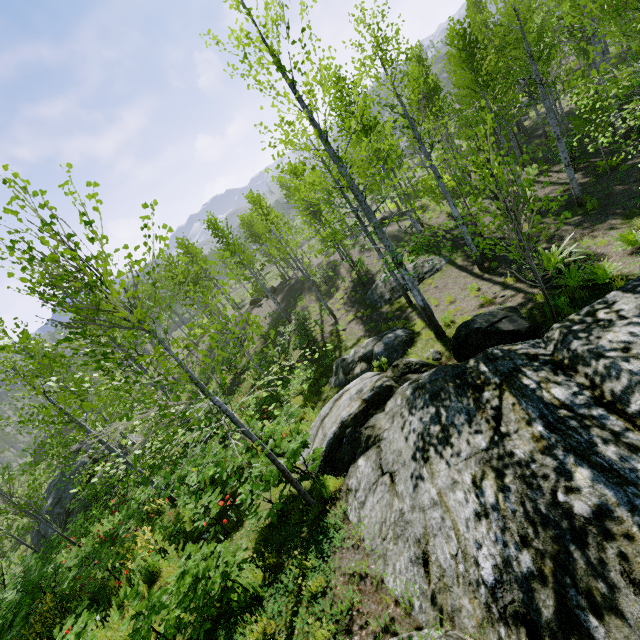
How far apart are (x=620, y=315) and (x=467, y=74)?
12.9 meters

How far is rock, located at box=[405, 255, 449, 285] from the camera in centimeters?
1582cm

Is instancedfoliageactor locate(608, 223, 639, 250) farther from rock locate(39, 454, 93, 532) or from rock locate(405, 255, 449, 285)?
rock locate(39, 454, 93, 532)

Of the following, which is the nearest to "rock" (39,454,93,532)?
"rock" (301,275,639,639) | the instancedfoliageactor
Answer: "rock" (301,275,639,639)

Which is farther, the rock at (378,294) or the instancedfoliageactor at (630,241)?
the rock at (378,294)

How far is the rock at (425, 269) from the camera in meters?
15.8

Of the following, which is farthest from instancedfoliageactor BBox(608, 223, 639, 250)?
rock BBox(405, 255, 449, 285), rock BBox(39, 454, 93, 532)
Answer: rock BBox(39, 454, 93, 532)

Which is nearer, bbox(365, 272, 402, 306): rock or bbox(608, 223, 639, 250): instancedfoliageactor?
bbox(608, 223, 639, 250): instancedfoliageactor
